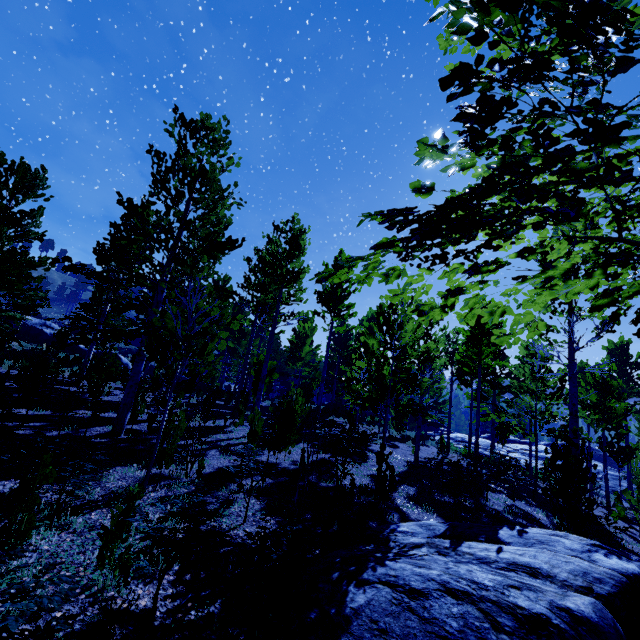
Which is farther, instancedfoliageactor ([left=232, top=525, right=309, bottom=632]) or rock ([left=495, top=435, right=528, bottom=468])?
rock ([left=495, top=435, right=528, bottom=468])

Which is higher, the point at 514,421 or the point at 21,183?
the point at 21,183

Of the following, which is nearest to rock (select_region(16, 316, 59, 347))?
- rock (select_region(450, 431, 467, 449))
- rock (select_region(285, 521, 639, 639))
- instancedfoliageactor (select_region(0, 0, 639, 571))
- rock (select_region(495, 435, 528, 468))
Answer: instancedfoliageactor (select_region(0, 0, 639, 571))

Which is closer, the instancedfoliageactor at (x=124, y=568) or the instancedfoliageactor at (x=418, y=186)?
the instancedfoliageactor at (x=418, y=186)

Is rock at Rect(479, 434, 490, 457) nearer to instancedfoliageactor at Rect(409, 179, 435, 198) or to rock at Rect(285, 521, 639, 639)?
instancedfoliageactor at Rect(409, 179, 435, 198)

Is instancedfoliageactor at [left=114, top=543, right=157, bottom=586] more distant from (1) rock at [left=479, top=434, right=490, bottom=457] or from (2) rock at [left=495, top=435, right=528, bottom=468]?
(2) rock at [left=495, top=435, right=528, bottom=468]

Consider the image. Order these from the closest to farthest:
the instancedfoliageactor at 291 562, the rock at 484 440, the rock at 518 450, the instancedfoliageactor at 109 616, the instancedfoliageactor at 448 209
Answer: the instancedfoliageactor at 448 209
the instancedfoliageactor at 109 616
the instancedfoliageactor at 291 562
the rock at 518 450
the rock at 484 440

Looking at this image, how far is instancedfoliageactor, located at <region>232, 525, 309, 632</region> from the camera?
3.16m
